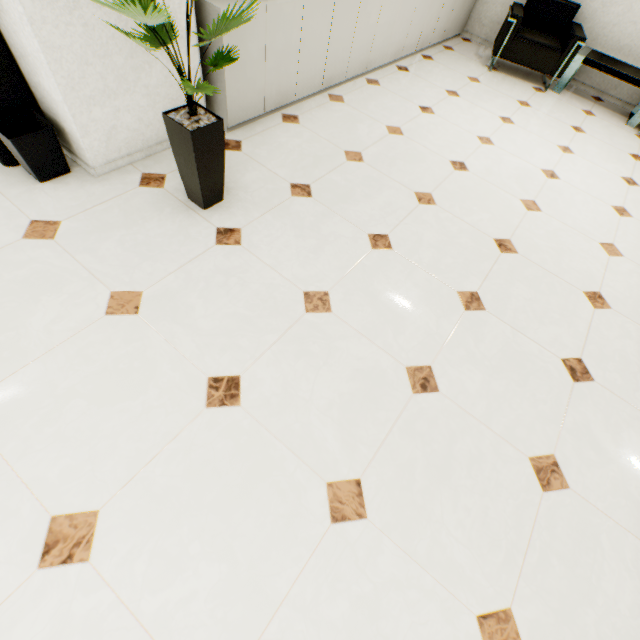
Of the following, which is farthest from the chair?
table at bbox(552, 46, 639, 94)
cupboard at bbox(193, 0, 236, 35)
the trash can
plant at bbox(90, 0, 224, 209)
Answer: the trash can

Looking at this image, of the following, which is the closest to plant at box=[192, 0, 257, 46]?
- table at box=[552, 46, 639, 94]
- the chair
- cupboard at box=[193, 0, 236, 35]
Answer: cupboard at box=[193, 0, 236, 35]

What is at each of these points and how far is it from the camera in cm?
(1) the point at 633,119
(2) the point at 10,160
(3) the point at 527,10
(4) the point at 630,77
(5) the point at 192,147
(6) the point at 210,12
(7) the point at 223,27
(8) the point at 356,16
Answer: (1) table, 437
(2) water cooler, 208
(3) chair, 452
(4) table, 416
(5) plant, 180
(6) cupboard, 214
(7) plant, 149
(8) cupboard, 312

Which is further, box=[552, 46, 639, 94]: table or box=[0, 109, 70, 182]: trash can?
box=[552, 46, 639, 94]: table

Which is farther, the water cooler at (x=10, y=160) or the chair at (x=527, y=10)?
the chair at (x=527, y=10)

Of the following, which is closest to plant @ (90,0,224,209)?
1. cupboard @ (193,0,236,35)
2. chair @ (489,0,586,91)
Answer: cupboard @ (193,0,236,35)

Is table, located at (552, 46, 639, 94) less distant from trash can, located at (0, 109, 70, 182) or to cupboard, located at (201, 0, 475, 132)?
cupboard, located at (201, 0, 475, 132)

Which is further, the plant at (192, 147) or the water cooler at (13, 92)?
the water cooler at (13, 92)
